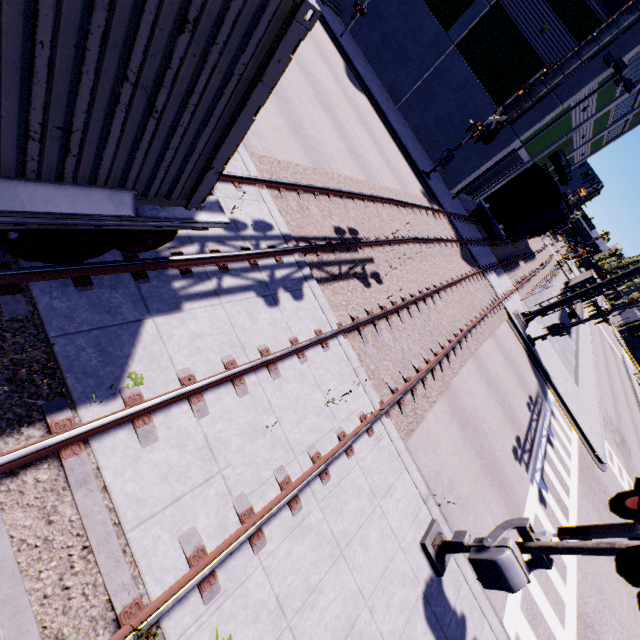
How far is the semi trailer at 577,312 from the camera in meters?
32.5 m

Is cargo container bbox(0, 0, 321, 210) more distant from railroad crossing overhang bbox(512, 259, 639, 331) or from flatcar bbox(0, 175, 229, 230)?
railroad crossing overhang bbox(512, 259, 639, 331)

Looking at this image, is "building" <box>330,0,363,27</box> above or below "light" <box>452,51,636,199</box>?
below

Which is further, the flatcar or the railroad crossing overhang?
the railroad crossing overhang

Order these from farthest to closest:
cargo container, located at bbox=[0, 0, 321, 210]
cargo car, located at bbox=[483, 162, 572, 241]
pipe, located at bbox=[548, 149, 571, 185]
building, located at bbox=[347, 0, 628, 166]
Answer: pipe, located at bbox=[548, 149, 571, 185] < cargo car, located at bbox=[483, 162, 572, 241] < building, located at bbox=[347, 0, 628, 166] < cargo container, located at bbox=[0, 0, 321, 210]

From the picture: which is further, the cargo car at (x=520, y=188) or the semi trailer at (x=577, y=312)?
the semi trailer at (x=577, y=312)

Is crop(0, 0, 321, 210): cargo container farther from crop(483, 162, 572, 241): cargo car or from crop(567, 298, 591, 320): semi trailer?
crop(567, 298, 591, 320): semi trailer

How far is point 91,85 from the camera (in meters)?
2.51
